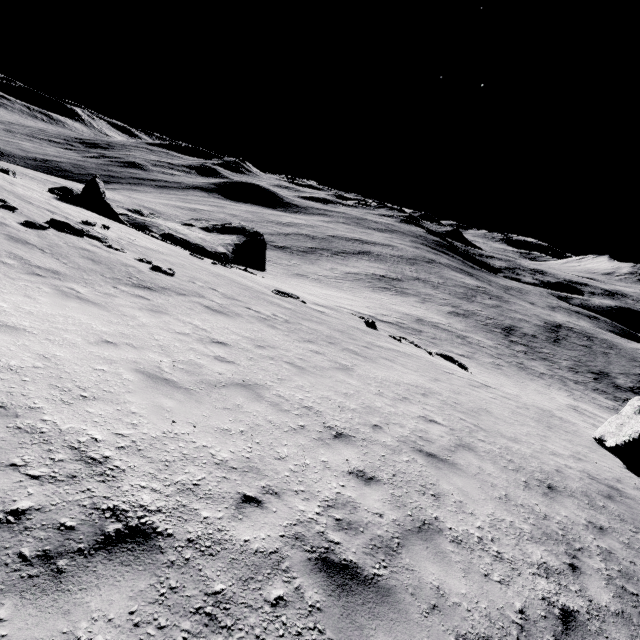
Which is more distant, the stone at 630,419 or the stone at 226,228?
the stone at 226,228

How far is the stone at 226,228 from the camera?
23.0m

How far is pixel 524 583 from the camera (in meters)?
4.80

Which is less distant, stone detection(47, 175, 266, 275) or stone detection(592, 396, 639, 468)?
stone detection(592, 396, 639, 468)

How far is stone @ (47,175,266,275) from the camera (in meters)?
22.97
